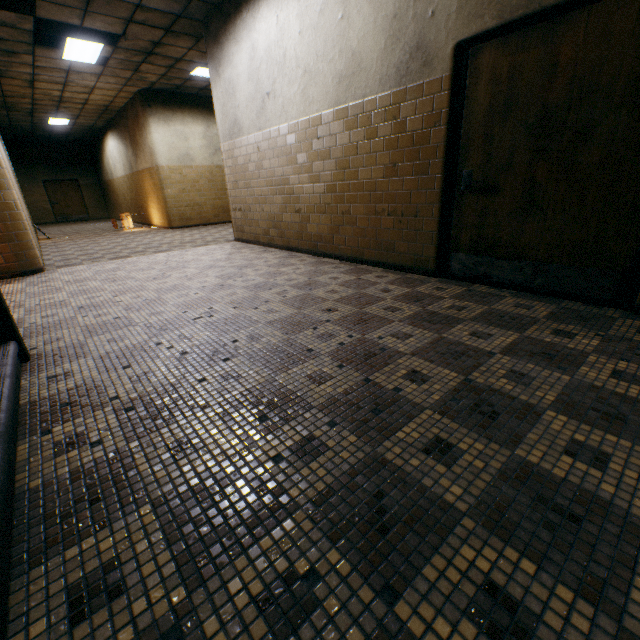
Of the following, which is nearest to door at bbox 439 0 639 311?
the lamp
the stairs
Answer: the stairs

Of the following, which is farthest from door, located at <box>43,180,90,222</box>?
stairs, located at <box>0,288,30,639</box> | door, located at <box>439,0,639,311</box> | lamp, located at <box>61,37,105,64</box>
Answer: door, located at <box>439,0,639,311</box>

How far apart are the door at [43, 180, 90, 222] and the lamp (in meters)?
13.64

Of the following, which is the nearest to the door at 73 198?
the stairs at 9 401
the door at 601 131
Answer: the stairs at 9 401

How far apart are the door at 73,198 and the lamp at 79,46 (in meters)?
13.64

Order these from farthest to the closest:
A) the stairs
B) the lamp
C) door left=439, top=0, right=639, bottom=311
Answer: the lamp, door left=439, top=0, right=639, bottom=311, the stairs

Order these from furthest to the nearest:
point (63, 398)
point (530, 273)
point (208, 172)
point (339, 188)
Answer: point (208, 172) → point (339, 188) → point (530, 273) → point (63, 398)
